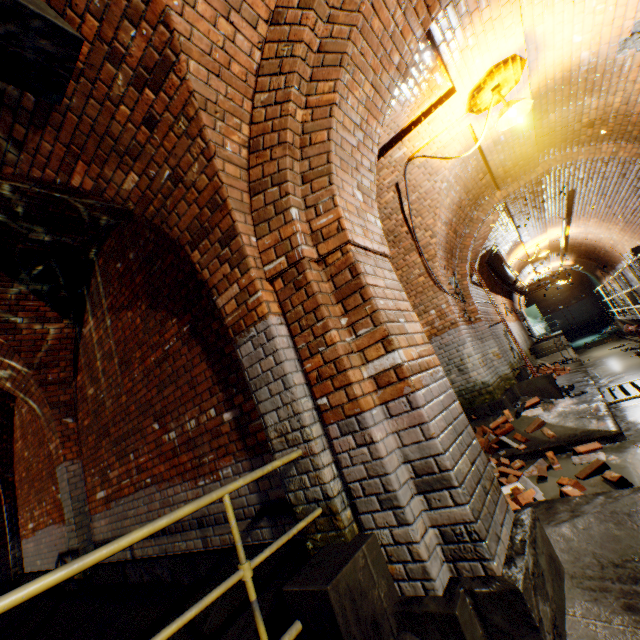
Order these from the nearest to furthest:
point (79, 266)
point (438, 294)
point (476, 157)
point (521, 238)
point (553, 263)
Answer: point (79, 266) < point (476, 157) < point (438, 294) < point (521, 238) < point (553, 263)

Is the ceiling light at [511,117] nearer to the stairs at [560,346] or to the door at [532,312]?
the door at [532,312]

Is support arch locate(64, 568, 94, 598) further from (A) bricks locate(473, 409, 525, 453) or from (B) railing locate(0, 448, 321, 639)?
(A) bricks locate(473, 409, 525, 453)

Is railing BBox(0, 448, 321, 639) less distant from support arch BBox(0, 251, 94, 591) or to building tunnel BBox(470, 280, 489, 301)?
building tunnel BBox(470, 280, 489, 301)

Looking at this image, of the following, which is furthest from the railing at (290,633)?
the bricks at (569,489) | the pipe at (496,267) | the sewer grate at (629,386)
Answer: the pipe at (496,267)

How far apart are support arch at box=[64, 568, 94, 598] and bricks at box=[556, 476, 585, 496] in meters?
6.3

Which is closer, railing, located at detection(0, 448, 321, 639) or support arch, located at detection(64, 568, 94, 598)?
railing, located at detection(0, 448, 321, 639)

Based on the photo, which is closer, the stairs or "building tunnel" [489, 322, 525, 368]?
"building tunnel" [489, 322, 525, 368]
